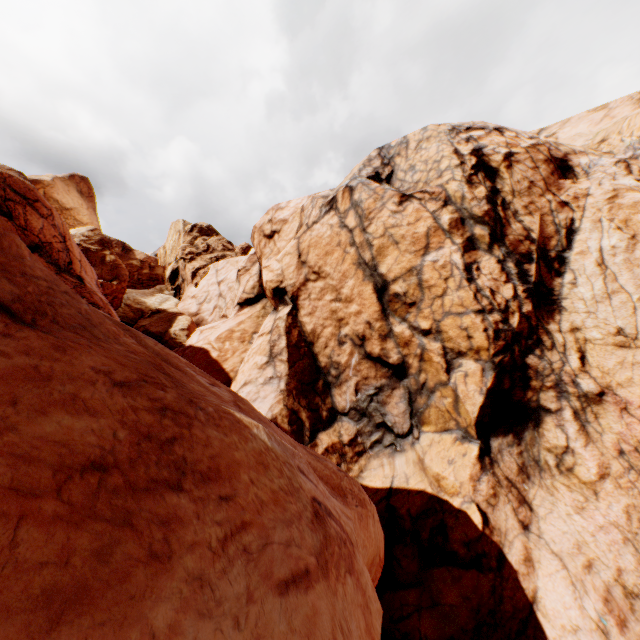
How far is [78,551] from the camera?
1.2 meters
